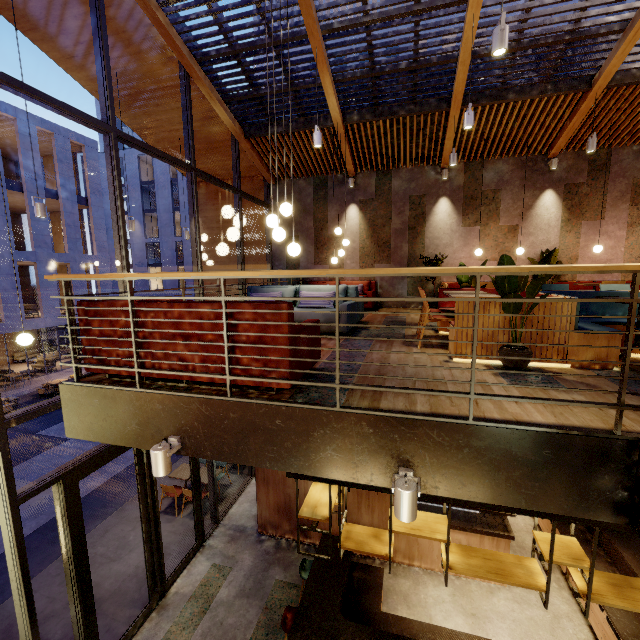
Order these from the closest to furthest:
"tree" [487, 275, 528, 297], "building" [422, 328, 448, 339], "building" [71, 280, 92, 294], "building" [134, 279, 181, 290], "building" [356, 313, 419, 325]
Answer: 1. "tree" [487, 275, 528, 297]
2. "building" [422, 328, 448, 339]
3. "building" [356, 313, 419, 325]
4. "building" [71, 280, 92, 294]
5. "building" [134, 279, 181, 290]

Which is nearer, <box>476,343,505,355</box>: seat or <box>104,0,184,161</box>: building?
<box>476,343,505,355</box>: seat

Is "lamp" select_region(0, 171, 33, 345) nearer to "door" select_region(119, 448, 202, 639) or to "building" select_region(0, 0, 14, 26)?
"door" select_region(119, 448, 202, 639)

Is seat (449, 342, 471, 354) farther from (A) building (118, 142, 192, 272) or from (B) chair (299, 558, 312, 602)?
(A) building (118, 142, 192, 272)

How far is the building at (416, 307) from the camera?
9.35m

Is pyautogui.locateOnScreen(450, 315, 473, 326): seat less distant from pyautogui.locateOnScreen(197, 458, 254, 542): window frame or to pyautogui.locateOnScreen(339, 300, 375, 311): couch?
pyautogui.locateOnScreen(339, 300, 375, 311): couch

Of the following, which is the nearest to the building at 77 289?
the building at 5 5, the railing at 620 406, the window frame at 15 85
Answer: the building at 5 5

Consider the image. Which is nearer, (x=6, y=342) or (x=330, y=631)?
(x=330, y=631)
